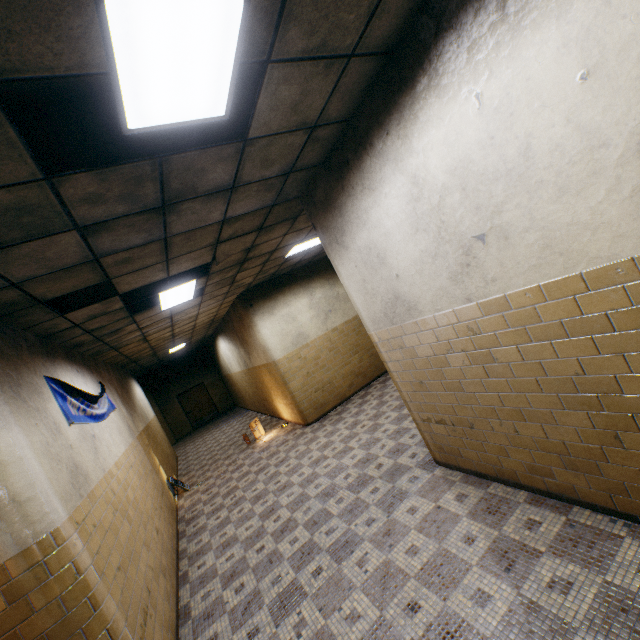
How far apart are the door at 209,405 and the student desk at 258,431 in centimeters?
987cm

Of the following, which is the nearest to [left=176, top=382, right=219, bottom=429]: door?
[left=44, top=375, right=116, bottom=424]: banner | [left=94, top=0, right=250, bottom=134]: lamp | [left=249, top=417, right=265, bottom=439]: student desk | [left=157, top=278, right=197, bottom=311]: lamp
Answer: [left=249, top=417, right=265, bottom=439]: student desk

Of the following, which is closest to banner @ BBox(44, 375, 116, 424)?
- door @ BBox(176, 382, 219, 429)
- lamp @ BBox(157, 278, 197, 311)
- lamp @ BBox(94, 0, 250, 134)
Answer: lamp @ BBox(157, 278, 197, 311)

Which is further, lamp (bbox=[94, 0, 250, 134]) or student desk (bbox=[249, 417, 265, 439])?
student desk (bbox=[249, 417, 265, 439])

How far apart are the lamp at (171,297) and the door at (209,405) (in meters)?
13.64

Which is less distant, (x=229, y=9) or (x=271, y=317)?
(x=229, y=9)

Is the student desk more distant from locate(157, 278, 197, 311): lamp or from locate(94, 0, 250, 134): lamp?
locate(94, 0, 250, 134): lamp

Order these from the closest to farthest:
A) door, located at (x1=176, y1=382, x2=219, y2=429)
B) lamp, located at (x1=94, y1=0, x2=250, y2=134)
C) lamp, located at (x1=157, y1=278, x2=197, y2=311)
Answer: lamp, located at (x1=94, y1=0, x2=250, y2=134)
lamp, located at (x1=157, y1=278, x2=197, y2=311)
door, located at (x1=176, y1=382, x2=219, y2=429)
